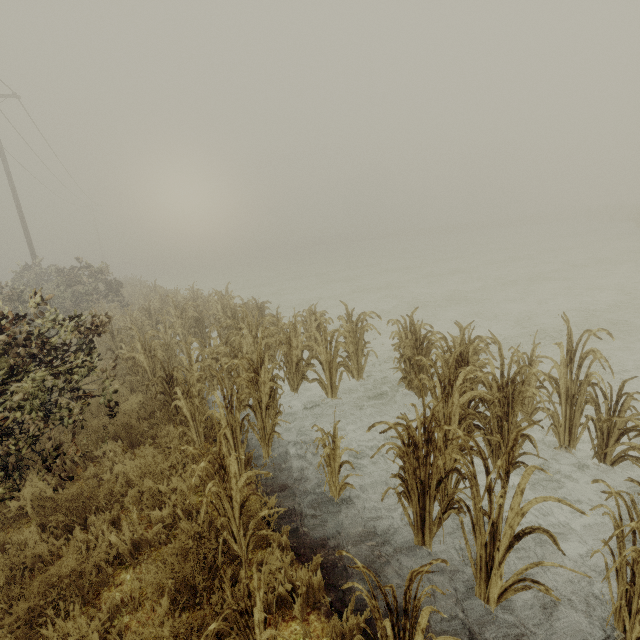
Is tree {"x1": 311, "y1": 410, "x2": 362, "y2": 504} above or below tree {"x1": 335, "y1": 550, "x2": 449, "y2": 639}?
below

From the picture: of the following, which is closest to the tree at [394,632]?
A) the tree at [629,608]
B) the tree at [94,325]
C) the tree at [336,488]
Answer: the tree at [629,608]

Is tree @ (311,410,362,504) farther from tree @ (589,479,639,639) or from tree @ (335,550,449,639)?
tree @ (589,479,639,639)

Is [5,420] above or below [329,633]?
above

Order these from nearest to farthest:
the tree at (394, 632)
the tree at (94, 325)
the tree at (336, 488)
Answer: the tree at (394, 632) → the tree at (94, 325) → the tree at (336, 488)

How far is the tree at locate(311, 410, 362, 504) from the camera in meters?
3.8 m

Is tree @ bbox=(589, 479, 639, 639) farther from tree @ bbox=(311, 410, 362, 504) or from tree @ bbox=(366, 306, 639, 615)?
tree @ bbox=(311, 410, 362, 504)

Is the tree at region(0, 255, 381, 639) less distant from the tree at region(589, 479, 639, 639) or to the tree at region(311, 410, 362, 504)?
the tree at region(311, 410, 362, 504)
